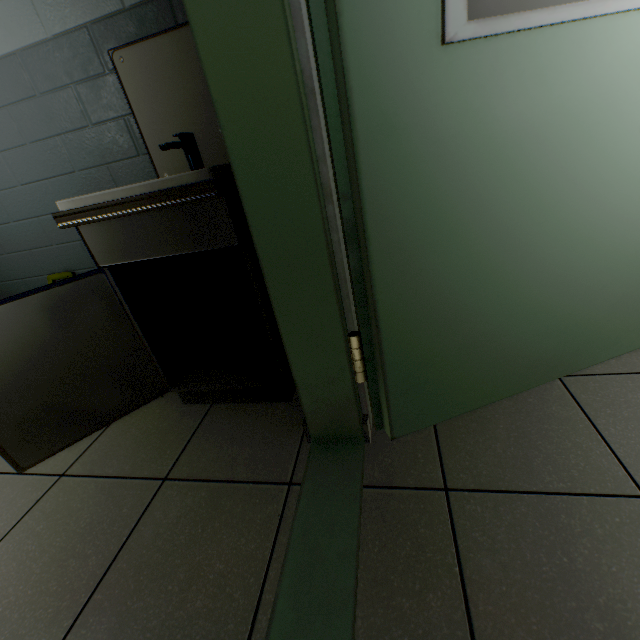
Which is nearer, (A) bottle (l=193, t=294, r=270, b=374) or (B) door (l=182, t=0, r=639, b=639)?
(B) door (l=182, t=0, r=639, b=639)

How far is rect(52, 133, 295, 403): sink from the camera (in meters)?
1.00

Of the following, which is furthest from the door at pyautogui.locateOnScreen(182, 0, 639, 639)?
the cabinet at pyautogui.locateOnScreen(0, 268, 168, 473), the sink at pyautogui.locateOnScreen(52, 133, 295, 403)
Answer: the cabinet at pyautogui.locateOnScreen(0, 268, 168, 473)

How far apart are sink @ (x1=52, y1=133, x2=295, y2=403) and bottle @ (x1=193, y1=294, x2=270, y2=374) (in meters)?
0.04

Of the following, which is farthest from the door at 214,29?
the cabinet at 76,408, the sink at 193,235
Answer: the cabinet at 76,408

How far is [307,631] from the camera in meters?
0.7 m
